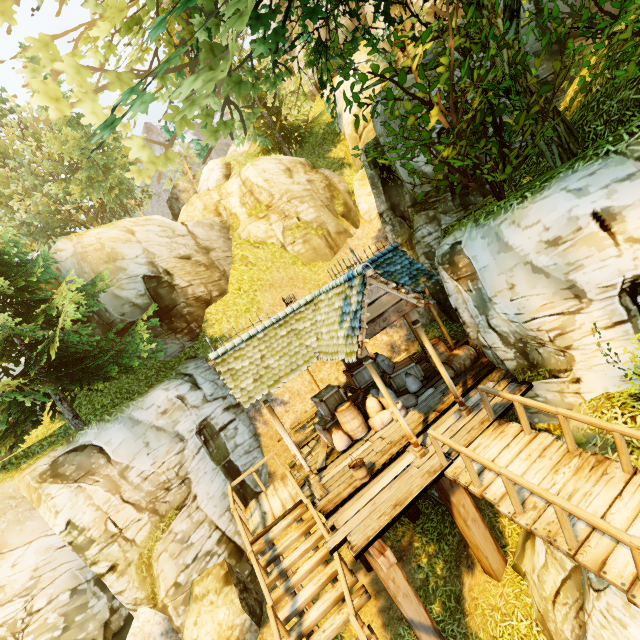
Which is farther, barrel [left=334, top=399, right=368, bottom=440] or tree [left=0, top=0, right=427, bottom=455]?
barrel [left=334, top=399, right=368, bottom=440]

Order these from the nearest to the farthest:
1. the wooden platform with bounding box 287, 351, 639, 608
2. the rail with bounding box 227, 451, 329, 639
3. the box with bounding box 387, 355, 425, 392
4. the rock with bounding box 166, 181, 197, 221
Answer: the wooden platform with bounding box 287, 351, 639, 608, the rail with bounding box 227, 451, 329, 639, the box with bounding box 387, 355, 425, 392, the rock with bounding box 166, 181, 197, 221

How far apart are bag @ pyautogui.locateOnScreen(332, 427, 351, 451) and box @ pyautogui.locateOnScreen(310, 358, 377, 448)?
0.28m

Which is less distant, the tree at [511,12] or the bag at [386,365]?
the tree at [511,12]

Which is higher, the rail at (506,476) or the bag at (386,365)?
the bag at (386,365)

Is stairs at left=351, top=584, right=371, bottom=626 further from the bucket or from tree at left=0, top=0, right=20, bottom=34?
tree at left=0, top=0, right=20, bottom=34

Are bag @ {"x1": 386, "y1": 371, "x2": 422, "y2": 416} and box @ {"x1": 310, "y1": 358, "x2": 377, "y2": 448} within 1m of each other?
yes

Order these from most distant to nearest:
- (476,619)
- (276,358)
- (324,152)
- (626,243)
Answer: (324,152)
(276,358)
(476,619)
(626,243)
